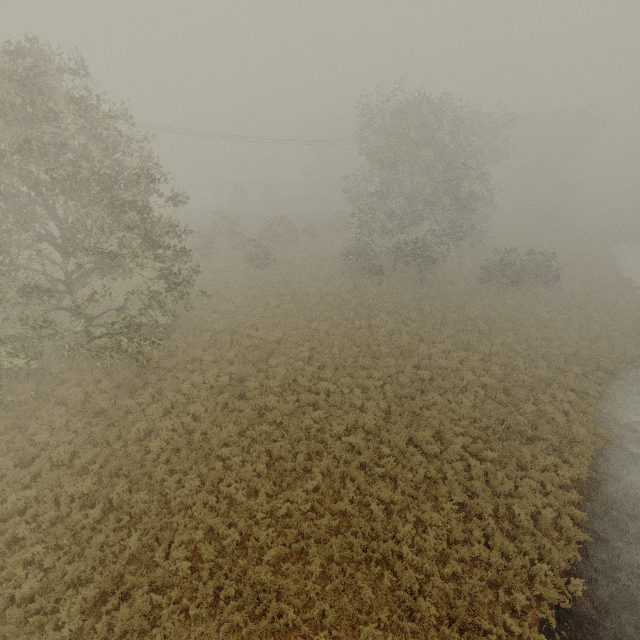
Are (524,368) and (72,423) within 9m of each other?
no
